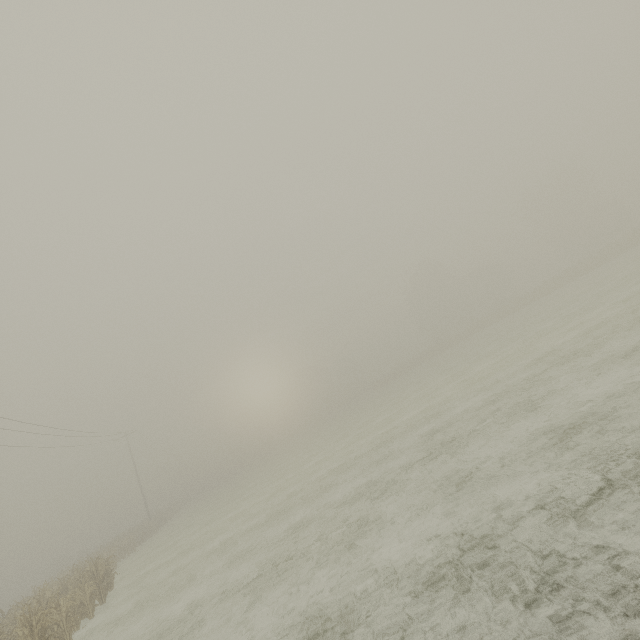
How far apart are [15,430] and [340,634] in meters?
25.6
